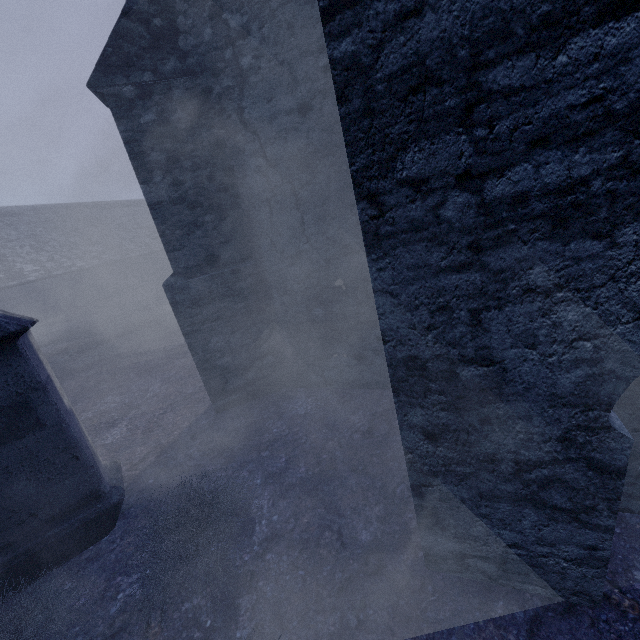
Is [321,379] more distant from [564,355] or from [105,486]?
[564,355]
